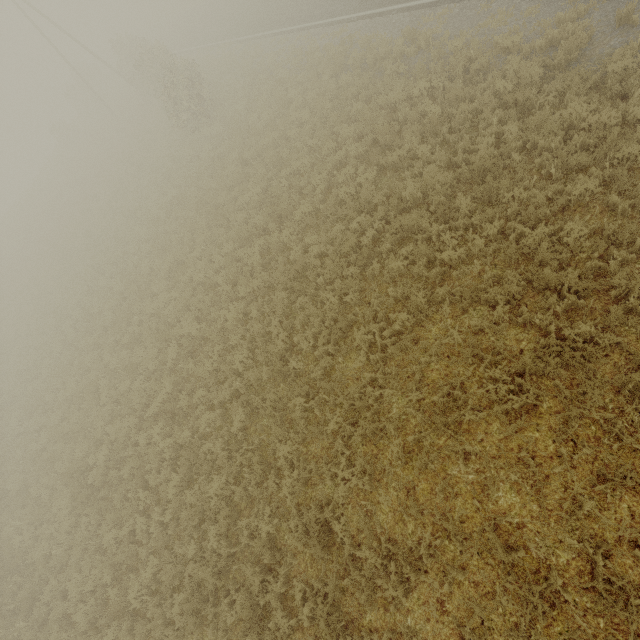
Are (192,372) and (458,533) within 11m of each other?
yes
